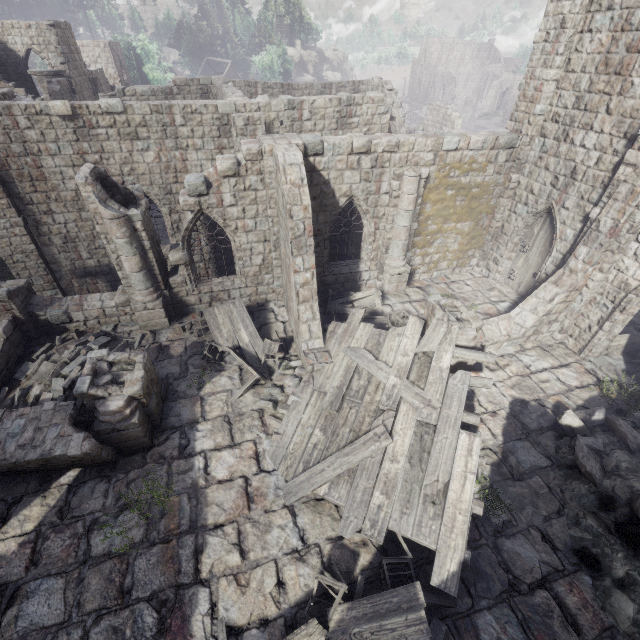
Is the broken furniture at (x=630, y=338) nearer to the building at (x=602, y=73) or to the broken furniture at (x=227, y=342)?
the building at (x=602, y=73)

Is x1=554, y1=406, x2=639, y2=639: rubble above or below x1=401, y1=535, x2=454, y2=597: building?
above

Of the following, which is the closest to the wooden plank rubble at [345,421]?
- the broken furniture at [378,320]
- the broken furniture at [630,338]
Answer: the broken furniture at [378,320]

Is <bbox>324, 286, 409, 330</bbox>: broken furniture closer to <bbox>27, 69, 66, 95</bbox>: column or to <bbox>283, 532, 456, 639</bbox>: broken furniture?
<bbox>283, 532, 456, 639</bbox>: broken furniture

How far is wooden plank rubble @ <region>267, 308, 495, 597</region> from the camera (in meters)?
6.71

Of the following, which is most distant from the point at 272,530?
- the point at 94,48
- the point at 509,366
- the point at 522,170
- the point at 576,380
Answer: the point at 94,48

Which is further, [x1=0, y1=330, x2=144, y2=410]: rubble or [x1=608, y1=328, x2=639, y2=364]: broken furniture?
[x1=608, y1=328, x2=639, y2=364]: broken furniture

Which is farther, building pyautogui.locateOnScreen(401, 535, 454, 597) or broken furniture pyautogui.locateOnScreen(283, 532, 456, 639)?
building pyautogui.locateOnScreen(401, 535, 454, 597)
